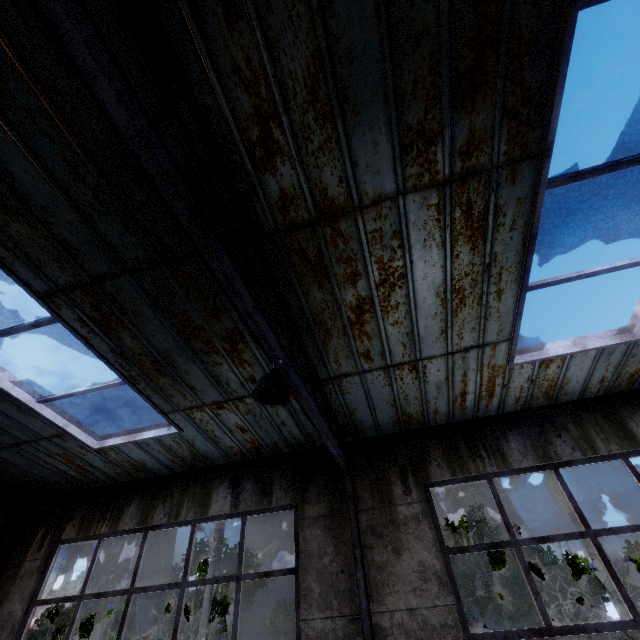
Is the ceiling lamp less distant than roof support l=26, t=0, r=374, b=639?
No

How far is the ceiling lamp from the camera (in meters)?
3.06

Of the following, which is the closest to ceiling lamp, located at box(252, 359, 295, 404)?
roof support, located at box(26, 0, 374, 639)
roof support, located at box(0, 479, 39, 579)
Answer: roof support, located at box(26, 0, 374, 639)

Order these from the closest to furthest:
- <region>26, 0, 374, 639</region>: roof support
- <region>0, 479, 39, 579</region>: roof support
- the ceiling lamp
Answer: <region>26, 0, 374, 639</region>: roof support < the ceiling lamp < <region>0, 479, 39, 579</region>: roof support

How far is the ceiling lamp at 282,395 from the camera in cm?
306

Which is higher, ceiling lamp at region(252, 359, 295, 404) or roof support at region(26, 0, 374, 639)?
roof support at region(26, 0, 374, 639)

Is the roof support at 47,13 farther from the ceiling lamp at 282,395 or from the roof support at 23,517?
the roof support at 23,517

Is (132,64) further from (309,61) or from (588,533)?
(588,533)
